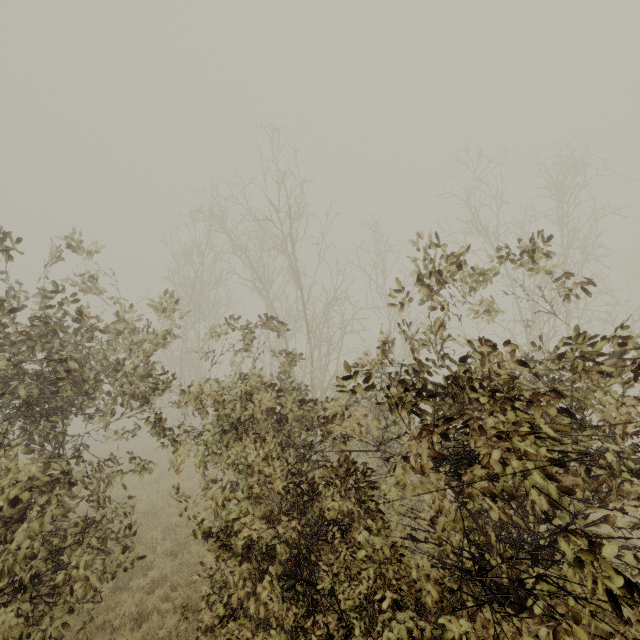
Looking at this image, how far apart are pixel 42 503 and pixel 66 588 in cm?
132
